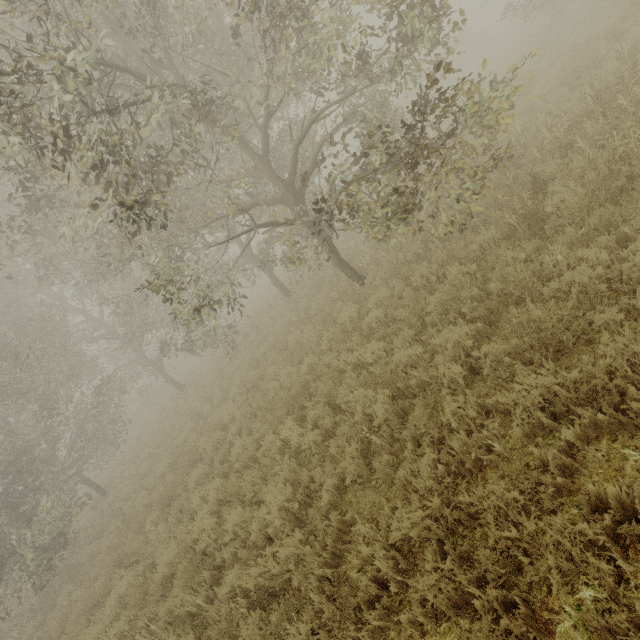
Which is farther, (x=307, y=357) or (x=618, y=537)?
(x=307, y=357)
